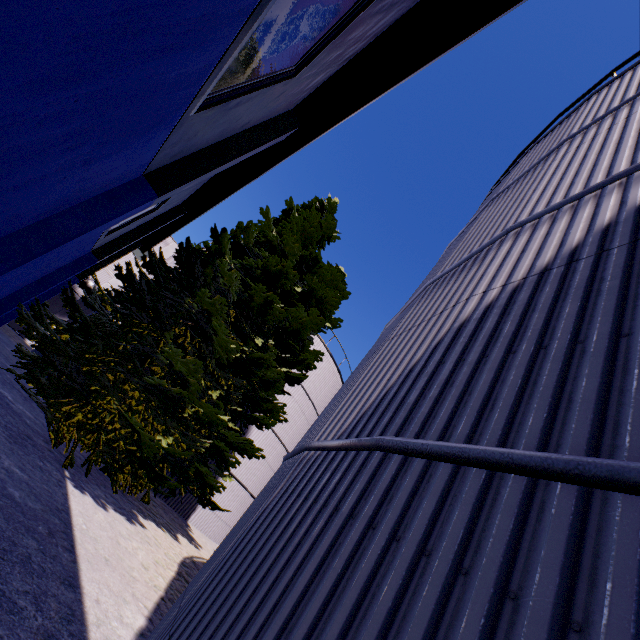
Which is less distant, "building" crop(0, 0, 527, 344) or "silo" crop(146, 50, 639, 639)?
"silo" crop(146, 50, 639, 639)

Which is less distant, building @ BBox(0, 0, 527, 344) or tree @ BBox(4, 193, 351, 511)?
building @ BBox(0, 0, 527, 344)

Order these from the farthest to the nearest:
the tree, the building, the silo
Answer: the tree → the building → the silo

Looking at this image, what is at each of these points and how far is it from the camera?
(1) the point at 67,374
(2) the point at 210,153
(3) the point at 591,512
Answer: (1) tree, 7.3m
(2) building, 7.7m
(3) silo, 1.1m

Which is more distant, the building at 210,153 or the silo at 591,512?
the building at 210,153

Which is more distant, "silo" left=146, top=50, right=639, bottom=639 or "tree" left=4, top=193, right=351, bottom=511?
"tree" left=4, top=193, right=351, bottom=511

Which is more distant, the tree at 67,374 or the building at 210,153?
the tree at 67,374
